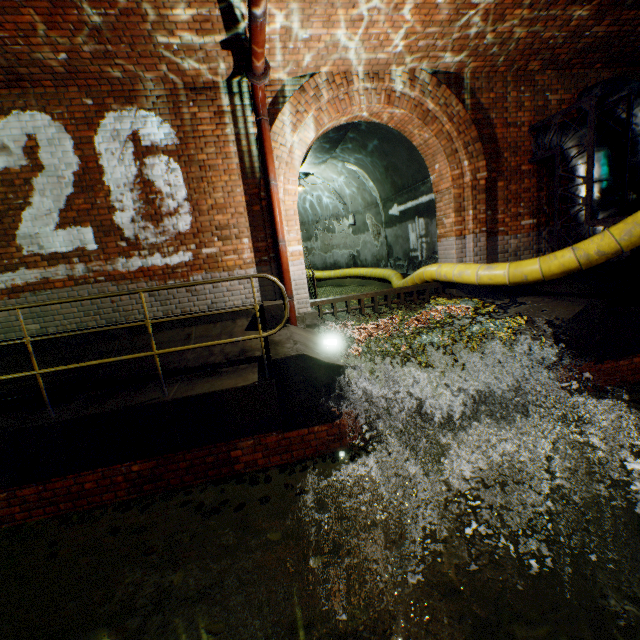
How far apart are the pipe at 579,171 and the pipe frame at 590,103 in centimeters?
4cm

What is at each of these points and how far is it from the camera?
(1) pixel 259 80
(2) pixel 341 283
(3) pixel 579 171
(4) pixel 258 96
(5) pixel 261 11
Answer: (1) pipe end, 4.73m
(2) building tunnel, 14.49m
(3) pipe, 5.75m
(4) pipe, 5.13m
(5) pipe, 3.53m

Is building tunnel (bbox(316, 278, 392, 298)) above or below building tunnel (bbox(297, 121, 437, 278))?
below

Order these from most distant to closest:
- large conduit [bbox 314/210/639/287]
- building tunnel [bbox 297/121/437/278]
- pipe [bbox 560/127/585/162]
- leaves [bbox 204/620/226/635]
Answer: building tunnel [bbox 297/121/437/278] < pipe [bbox 560/127/585/162] < large conduit [bbox 314/210/639/287] < leaves [bbox 204/620/226/635]

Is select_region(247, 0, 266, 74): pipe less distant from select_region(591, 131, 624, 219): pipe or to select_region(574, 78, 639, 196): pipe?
select_region(591, 131, 624, 219): pipe

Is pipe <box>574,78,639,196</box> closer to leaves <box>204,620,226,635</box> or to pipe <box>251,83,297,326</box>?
pipe <box>251,83,297,326</box>

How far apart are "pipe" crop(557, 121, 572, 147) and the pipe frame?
0.0 meters

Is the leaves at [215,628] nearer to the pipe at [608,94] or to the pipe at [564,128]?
the pipe at [564,128]
